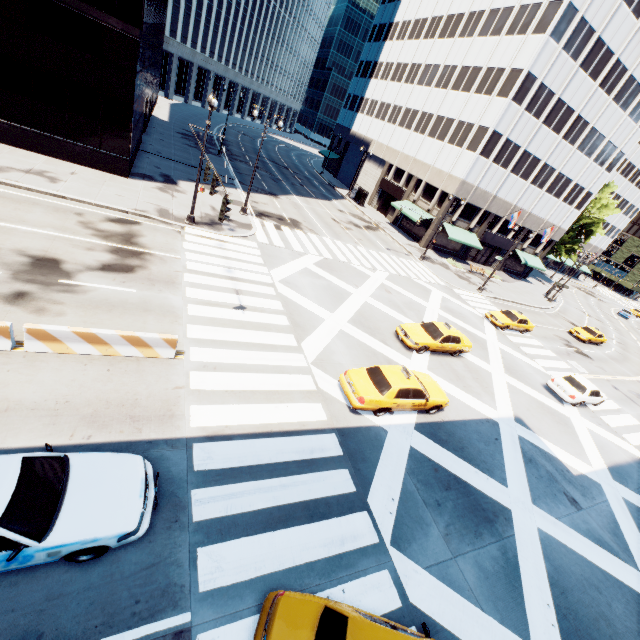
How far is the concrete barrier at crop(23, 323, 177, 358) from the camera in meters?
9.2

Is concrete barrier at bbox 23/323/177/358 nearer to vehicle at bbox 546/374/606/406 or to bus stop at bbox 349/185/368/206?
vehicle at bbox 546/374/606/406

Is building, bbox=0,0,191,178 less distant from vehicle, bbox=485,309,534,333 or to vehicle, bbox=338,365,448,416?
vehicle, bbox=338,365,448,416

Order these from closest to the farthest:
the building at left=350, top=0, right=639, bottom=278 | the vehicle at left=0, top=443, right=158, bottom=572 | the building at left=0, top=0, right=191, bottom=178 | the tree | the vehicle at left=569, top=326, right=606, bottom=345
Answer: the vehicle at left=0, top=443, right=158, bottom=572, the building at left=0, top=0, right=191, bottom=178, the building at left=350, top=0, right=639, bottom=278, the vehicle at left=569, top=326, right=606, bottom=345, the tree

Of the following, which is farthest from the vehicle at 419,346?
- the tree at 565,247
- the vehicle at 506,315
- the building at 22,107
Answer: the tree at 565,247

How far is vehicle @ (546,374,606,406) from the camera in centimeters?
1988cm

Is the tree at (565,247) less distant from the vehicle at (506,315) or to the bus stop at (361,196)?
the vehicle at (506,315)

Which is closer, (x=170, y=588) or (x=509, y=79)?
(x=170, y=588)
